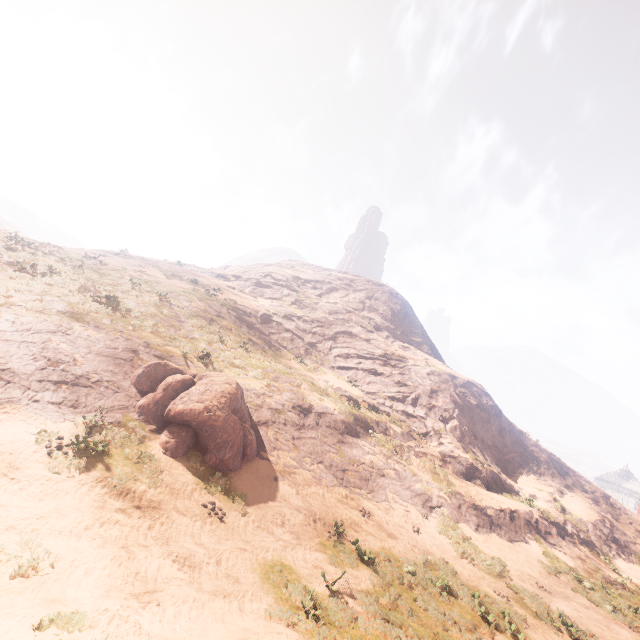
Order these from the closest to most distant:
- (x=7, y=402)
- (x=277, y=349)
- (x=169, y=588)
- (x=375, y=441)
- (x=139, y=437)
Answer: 1. (x=169, y=588)
2. (x=7, y=402)
3. (x=139, y=437)
4. (x=375, y=441)
5. (x=277, y=349)

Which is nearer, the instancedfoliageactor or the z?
the z

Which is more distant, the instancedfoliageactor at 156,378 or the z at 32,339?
the instancedfoliageactor at 156,378

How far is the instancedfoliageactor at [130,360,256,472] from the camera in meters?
11.7

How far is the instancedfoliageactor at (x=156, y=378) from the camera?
11.7m
